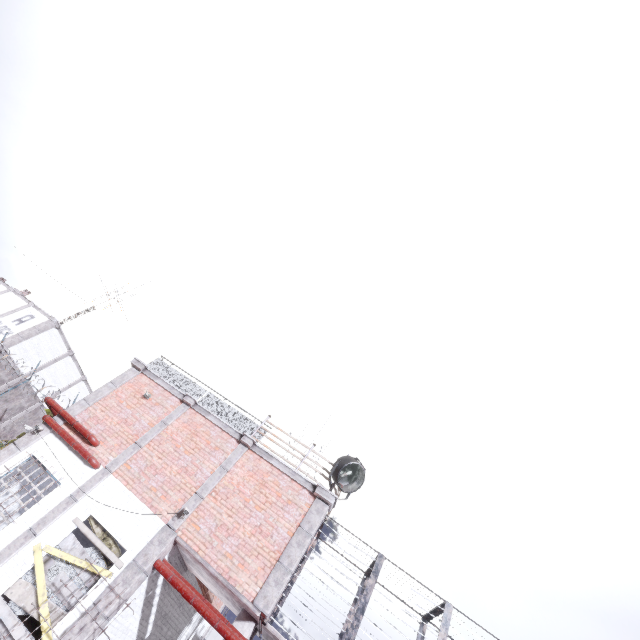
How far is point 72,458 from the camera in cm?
998

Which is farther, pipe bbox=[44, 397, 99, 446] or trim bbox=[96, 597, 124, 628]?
pipe bbox=[44, 397, 99, 446]

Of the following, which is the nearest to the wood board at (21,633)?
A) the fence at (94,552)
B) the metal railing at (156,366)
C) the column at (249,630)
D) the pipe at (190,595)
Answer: the fence at (94,552)

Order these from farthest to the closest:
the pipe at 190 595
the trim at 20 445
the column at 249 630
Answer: the trim at 20 445 → the column at 249 630 → the pipe at 190 595

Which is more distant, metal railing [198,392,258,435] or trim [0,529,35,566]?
metal railing [198,392,258,435]

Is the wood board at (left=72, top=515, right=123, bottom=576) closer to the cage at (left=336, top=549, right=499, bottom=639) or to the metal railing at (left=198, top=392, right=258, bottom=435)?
the cage at (left=336, top=549, right=499, bottom=639)

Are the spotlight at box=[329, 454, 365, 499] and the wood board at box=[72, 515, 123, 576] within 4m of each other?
no

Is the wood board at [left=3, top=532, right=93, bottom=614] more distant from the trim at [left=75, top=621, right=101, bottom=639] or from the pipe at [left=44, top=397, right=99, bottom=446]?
the pipe at [left=44, top=397, right=99, bottom=446]
